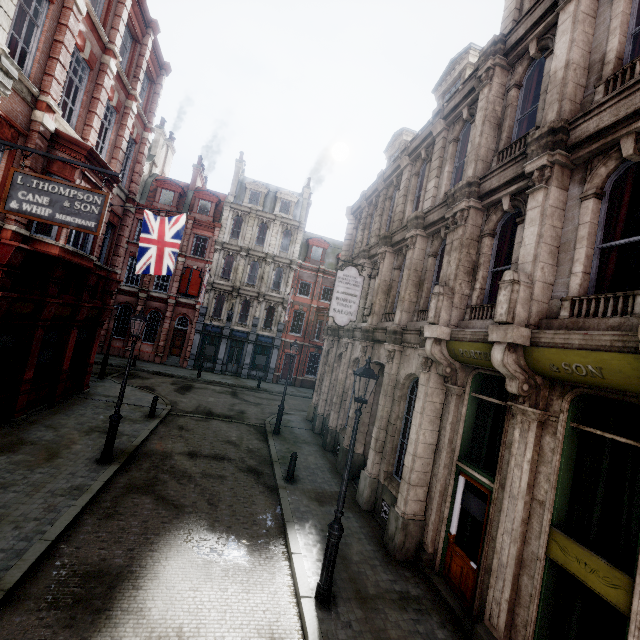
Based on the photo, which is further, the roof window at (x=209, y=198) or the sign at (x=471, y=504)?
the roof window at (x=209, y=198)

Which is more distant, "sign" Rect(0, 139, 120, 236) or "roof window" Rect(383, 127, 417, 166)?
"roof window" Rect(383, 127, 417, 166)

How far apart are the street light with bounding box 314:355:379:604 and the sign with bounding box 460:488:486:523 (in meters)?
3.05

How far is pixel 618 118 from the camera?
5.2 meters

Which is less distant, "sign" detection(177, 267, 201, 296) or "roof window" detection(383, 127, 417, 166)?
"roof window" detection(383, 127, 417, 166)

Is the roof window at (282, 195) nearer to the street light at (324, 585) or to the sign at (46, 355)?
the sign at (46, 355)

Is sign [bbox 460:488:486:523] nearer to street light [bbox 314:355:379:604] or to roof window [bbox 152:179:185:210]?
street light [bbox 314:355:379:604]

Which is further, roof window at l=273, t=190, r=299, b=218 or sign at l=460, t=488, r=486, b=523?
roof window at l=273, t=190, r=299, b=218
